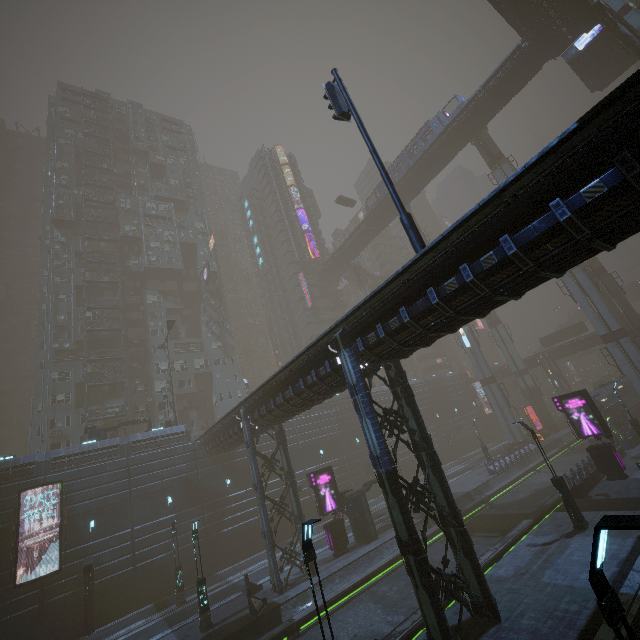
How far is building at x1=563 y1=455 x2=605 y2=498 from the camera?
20.83m

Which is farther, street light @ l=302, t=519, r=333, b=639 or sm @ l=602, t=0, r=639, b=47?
sm @ l=602, t=0, r=639, b=47

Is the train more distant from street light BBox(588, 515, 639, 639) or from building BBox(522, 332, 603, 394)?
street light BBox(588, 515, 639, 639)

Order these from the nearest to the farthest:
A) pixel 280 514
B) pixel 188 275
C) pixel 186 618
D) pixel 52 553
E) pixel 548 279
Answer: pixel 548 279 < pixel 186 618 < pixel 280 514 < pixel 52 553 < pixel 188 275

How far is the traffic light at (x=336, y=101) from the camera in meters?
11.0 m

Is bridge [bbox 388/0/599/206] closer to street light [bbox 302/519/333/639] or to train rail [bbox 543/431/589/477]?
train rail [bbox 543/431/589/477]

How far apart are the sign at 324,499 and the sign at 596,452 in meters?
18.1 m

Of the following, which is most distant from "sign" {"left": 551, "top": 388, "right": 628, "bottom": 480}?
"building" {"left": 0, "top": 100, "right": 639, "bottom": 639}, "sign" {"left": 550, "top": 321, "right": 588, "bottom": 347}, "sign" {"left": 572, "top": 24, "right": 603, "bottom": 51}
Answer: "sign" {"left": 572, "top": 24, "right": 603, "bottom": 51}
